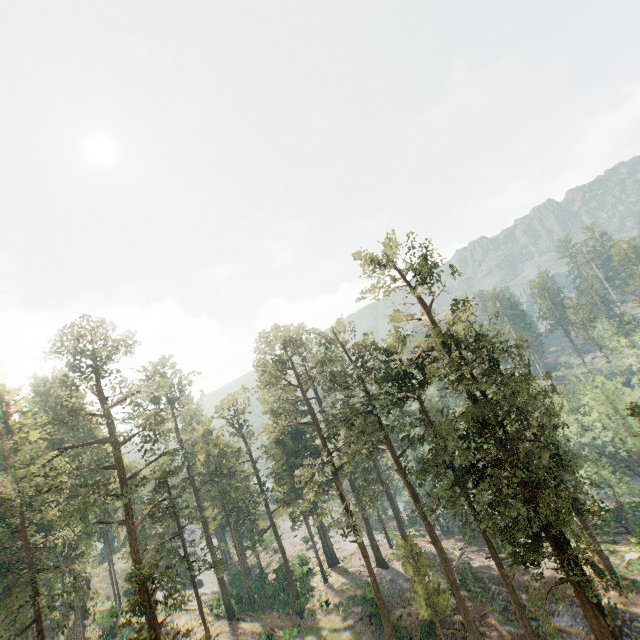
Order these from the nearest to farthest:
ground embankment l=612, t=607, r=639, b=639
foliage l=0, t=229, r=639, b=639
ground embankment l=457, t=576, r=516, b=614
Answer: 1. foliage l=0, t=229, r=639, b=639
2. ground embankment l=612, t=607, r=639, b=639
3. ground embankment l=457, t=576, r=516, b=614

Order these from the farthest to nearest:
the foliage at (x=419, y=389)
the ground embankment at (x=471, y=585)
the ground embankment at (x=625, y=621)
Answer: the ground embankment at (x=471, y=585)
the ground embankment at (x=625, y=621)
the foliage at (x=419, y=389)

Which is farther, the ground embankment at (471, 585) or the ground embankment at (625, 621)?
the ground embankment at (471, 585)

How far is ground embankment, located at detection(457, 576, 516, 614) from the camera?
30.8 meters

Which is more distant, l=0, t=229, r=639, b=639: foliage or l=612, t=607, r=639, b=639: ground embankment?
l=612, t=607, r=639, b=639: ground embankment

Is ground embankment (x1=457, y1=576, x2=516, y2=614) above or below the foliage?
below

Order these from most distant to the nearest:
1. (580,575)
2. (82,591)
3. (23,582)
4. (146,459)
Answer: (146,459) → (82,591) → (23,582) → (580,575)

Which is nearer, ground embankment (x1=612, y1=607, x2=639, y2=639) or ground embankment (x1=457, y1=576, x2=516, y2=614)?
ground embankment (x1=612, y1=607, x2=639, y2=639)
